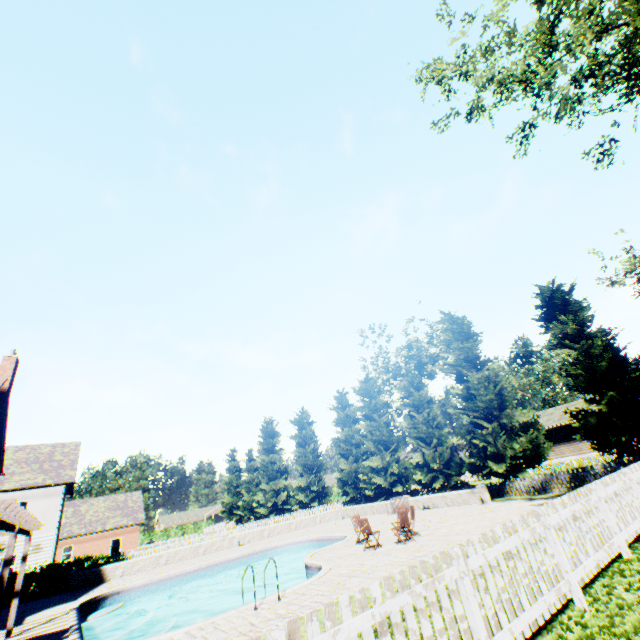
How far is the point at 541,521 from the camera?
5.62m

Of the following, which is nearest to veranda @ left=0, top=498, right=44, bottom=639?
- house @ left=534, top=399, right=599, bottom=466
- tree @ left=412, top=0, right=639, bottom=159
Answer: tree @ left=412, top=0, right=639, bottom=159

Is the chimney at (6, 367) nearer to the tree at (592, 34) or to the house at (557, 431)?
the tree at (592, 34)

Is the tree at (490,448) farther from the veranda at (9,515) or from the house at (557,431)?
the veranda at (9,515)

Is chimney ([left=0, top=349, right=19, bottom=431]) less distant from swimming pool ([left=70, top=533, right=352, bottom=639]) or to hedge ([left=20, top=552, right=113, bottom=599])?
swimming pool ([left=70, top=533, right=352, bottom=639])

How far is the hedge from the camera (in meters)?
20.06

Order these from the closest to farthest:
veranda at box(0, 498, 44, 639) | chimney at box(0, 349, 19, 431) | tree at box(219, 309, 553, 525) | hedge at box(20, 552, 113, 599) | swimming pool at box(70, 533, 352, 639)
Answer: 1. veranda at box(0, 498, 44, 639)
2. swimming pool at box(70, 533, 352, 639)
3. chimney at box(0, 349, 19, 431)
4. hedge at box(20, 552, 113, 599)
5. tree at box(219, 309, 553, 525)

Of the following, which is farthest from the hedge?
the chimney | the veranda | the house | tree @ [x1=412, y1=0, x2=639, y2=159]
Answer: the house
